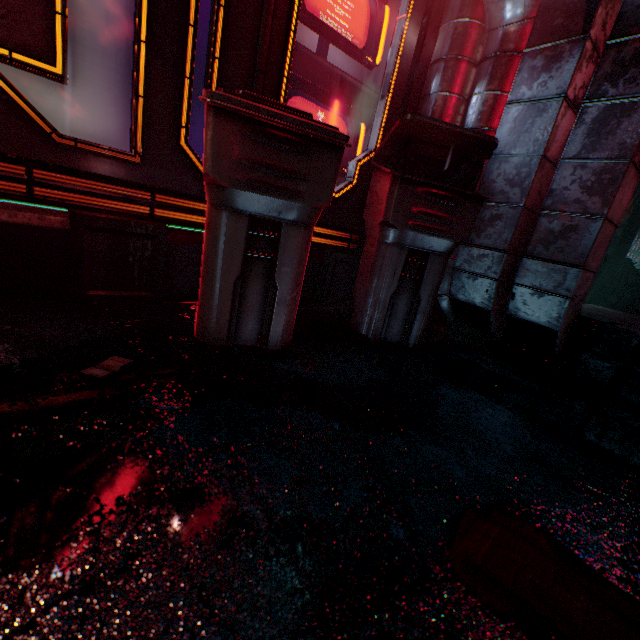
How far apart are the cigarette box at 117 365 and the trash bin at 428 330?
1.2m

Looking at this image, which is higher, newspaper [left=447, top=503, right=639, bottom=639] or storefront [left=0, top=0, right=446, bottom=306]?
storefront [left=0, top=0, right=446, bottom=306]

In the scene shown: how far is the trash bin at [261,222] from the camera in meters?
1.1

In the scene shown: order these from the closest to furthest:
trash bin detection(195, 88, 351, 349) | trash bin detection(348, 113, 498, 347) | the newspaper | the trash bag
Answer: the newspaper, trash bin detection(195, 88, 351, 349), trash bin detection(348, 113, 498, 347), the trash bag

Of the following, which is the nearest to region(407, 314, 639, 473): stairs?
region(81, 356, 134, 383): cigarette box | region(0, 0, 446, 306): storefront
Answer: region(0, 0, 446, 306): storefront

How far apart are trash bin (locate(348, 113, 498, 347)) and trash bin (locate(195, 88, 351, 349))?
0.3 meters

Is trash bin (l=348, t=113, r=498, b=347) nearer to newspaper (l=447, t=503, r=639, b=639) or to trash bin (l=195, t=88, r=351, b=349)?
trash bin (l=195, t=88, r=351, b=349)

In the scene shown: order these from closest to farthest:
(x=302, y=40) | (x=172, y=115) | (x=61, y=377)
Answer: (x=61, y=377), (x=172, y=115), (x=302, y=40)
